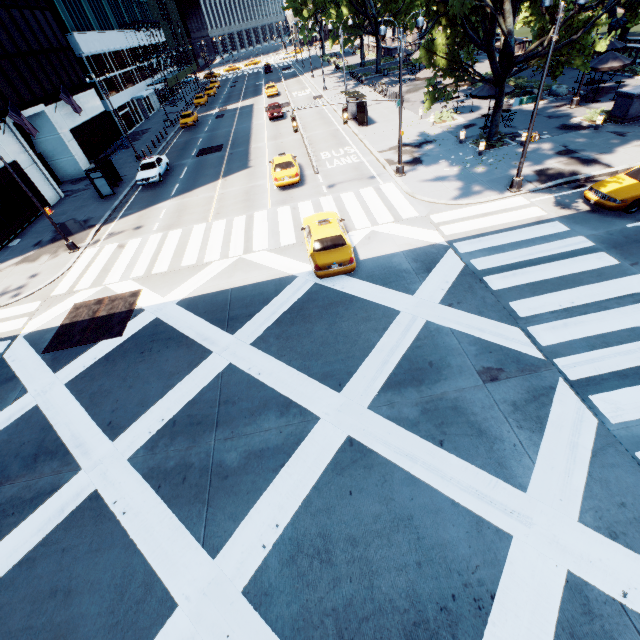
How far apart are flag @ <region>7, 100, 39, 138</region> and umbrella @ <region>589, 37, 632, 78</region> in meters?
40.6

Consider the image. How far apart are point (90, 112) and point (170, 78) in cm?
2968

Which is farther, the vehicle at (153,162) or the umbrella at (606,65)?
the vehicle at (153,162)

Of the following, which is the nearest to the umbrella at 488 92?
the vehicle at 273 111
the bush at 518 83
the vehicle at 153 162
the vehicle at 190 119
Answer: the bush at 518 83

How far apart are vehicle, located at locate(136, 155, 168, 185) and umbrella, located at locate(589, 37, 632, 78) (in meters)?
33.50

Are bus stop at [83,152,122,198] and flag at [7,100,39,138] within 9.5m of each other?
yes

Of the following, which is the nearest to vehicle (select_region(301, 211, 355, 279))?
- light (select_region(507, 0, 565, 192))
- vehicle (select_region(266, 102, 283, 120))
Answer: light (select_region(507, 0, 565, 192))

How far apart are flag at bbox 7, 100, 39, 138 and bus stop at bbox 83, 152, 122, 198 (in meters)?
3.60
